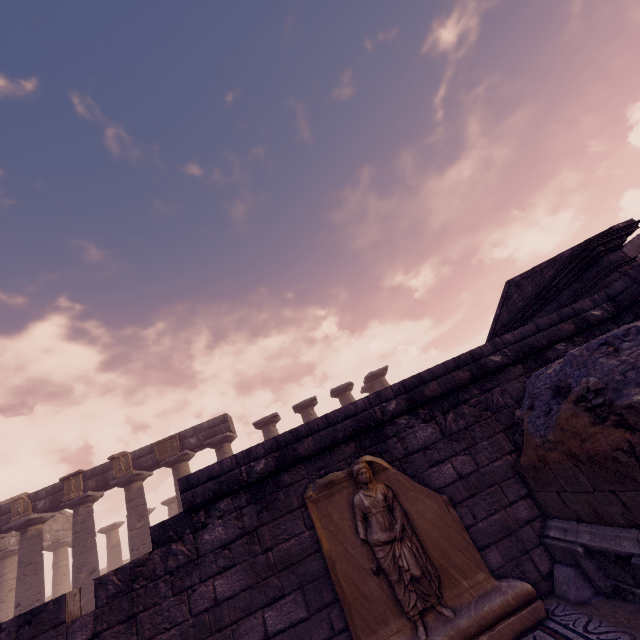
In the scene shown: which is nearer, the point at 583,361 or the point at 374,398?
the point at 583,361

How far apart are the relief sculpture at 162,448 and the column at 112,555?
12.7 meters

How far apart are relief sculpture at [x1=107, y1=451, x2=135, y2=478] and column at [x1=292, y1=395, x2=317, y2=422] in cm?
801

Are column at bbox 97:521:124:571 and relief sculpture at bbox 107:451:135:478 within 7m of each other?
no

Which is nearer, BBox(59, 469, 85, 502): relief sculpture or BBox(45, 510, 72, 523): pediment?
BBox(59, 469, 85, 502): relief sculpture

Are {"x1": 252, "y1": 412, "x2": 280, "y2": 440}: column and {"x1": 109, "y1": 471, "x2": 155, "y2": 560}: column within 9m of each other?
yes

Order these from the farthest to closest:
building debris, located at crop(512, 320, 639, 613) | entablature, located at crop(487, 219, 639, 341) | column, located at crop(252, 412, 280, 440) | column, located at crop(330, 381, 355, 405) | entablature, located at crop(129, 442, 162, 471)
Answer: column, located at crop(330, 381, 355, 405) → column, located at crop(252, 412, 280, 440) → entablature, located at crop(129, 442, 162, 471) → entablature, located at crop(487, 219, 639, 341) → building debris, located at crop(512, 320, 639, 613)

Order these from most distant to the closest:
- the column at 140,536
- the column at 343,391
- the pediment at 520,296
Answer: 1. the column at 343,391
2. the column at 140,536
3. the pediment at 520,296
